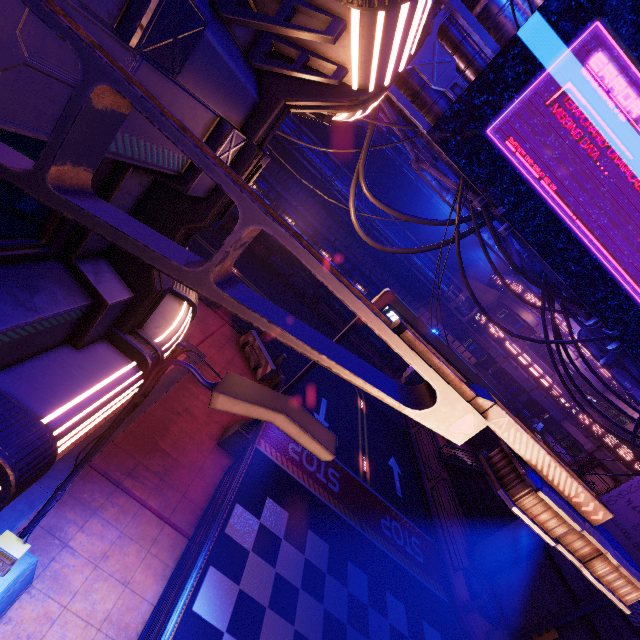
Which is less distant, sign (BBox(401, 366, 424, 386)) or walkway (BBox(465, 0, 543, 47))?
walkway (BBox(465, 0, 543, 47))

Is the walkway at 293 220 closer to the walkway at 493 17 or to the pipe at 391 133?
the pipe at 391 133

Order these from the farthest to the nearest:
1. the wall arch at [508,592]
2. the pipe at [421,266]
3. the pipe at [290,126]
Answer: the pipe at [421,266], the pipe at [290,126], the wall arch at [508,592]

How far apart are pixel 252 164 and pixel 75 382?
2.96m

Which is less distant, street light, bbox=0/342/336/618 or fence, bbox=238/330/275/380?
street light, bbox=0/342/336/618

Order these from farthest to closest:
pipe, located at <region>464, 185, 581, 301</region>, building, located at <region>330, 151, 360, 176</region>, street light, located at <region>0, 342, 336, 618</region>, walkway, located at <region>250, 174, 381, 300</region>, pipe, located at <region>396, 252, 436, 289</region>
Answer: building, located at <region>330, 151, 360, 176</region>, walkway, located at <region>250, 174, 381, 300</region>, pipe, located at <region>396, 252, 436, 289</region>, pipe, located at <region>464, 185, 581, 301</region>, street light, located at <region>0, 342, 336, 618</region>

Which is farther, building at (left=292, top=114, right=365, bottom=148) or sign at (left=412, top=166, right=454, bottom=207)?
building at (left=292, top=114, right=365, bottom=148)

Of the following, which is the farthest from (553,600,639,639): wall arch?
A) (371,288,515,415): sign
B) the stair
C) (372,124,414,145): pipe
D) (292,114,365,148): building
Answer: (292,114,365,148): building
